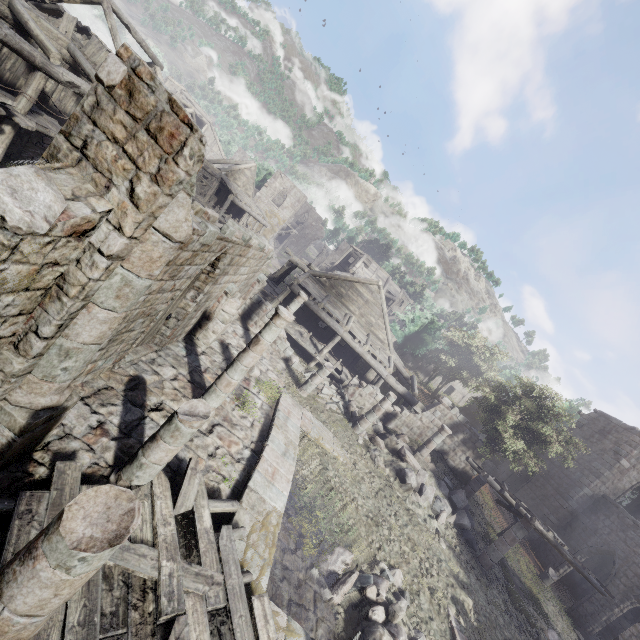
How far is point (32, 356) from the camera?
4.2m

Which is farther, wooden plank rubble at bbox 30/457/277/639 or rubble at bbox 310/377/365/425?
rubble at bbox 310/377/365/425

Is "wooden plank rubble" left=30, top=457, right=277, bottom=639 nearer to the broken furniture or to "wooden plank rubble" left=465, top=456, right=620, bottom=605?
"wooden plank rubble" left=465, top=456, right=620, bottom=605

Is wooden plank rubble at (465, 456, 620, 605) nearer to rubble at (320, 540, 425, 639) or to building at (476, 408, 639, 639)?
building at (476, 408, 639, 639)

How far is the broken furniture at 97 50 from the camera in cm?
1461

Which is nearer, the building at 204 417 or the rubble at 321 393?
the building at 204 417

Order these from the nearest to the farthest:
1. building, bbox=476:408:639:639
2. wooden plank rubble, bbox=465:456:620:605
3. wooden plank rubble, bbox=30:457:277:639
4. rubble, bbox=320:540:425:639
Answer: wooden plank rubble, bbox=30:457:277:639
rubble, bbox=320:540:425:639
wooden plank rubble, bbox=465:456:620:605
building, bbox=476:408:639:639

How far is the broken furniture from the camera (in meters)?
14.61
